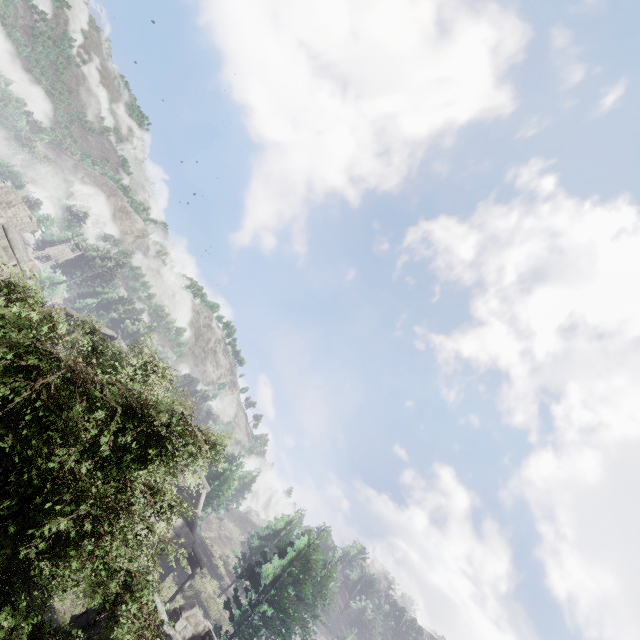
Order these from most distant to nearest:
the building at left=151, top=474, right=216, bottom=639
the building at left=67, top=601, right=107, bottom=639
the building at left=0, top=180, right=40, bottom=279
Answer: the building at left=0, top=180, right=40, bottom=279 < the building at left=151, top=474, right=216, bottom=639 < the building at left=67, top=601, right=107, bottom=639

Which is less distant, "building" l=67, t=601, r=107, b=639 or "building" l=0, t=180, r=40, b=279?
"building" l=67, t=601, r=107, b=639

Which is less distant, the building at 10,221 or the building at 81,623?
the building at 81,623

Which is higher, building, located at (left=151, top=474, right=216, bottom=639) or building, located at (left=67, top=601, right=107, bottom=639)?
building, located at (left=151, top=474, right=216, bottom=639)

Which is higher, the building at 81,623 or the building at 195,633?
the building at 195,633

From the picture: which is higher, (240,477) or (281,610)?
(240,477)
